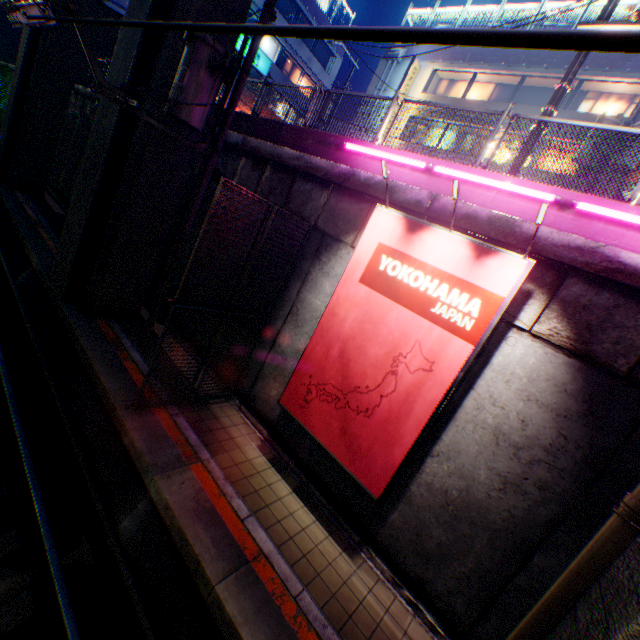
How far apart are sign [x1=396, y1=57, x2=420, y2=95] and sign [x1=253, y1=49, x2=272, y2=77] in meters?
12.3

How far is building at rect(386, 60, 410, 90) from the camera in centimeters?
2164cm

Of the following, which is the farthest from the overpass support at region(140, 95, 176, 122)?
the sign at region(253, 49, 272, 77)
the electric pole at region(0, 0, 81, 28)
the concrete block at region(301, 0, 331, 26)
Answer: the sign at region(253, 49, 272, 77)

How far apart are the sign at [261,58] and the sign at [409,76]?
12.3m

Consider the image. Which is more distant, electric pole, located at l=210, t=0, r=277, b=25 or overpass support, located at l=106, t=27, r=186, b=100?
overpass support, located at l=106, t=27, r=186, b=100

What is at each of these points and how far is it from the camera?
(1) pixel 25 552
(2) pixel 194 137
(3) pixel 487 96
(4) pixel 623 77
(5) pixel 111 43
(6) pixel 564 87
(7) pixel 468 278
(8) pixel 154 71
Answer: (1) railway, 4.7m
(2) overpass support, 8.6m
(3) window glass, 19.4m
(4) building, 15.0m
(5) building, 20.2m
(6) electric pole, 6.0m
(7) billboard, 4.8m
(8) overpass support, 7.8m

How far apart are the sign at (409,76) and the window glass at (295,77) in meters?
13.0 m

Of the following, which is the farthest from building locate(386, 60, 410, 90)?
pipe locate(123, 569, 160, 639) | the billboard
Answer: the billboard
